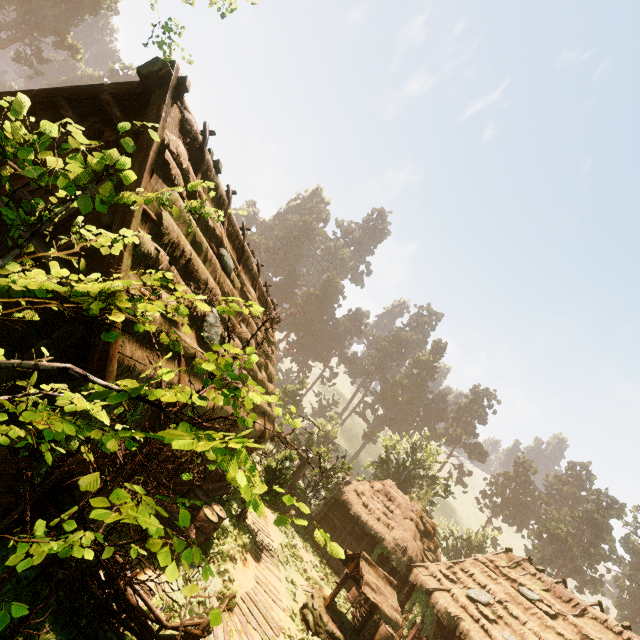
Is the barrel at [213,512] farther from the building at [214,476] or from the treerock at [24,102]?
the treerock at [24,102]

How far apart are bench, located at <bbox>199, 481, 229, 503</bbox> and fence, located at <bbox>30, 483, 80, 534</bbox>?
6.2 meters

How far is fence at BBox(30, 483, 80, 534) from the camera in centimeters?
540cm

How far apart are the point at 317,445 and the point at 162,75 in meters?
43.2

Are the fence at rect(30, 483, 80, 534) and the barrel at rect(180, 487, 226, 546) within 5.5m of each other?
yes

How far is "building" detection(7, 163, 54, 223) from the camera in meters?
6.2

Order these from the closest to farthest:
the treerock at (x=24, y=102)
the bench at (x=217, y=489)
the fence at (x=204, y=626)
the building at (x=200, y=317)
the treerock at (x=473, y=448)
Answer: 1. the treerock at (x=24, y=102)
2. the fence at (x=204, y=626)
3. the building at (x=200, y=317)
4. the bench at (x=217, y=489)
5. the treerock at (x=473, y=448)

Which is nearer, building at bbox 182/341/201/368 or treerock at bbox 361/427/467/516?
building at bbox 182/341/201/368
